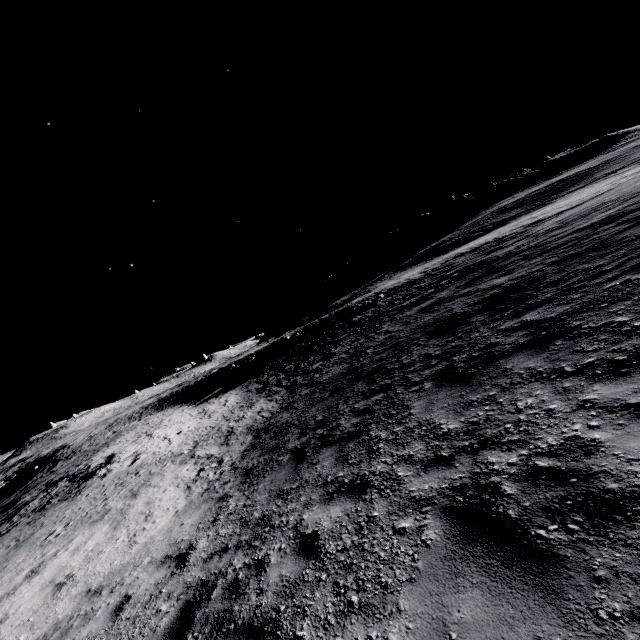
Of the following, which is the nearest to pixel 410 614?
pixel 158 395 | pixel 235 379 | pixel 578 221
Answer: pixel 578 221
